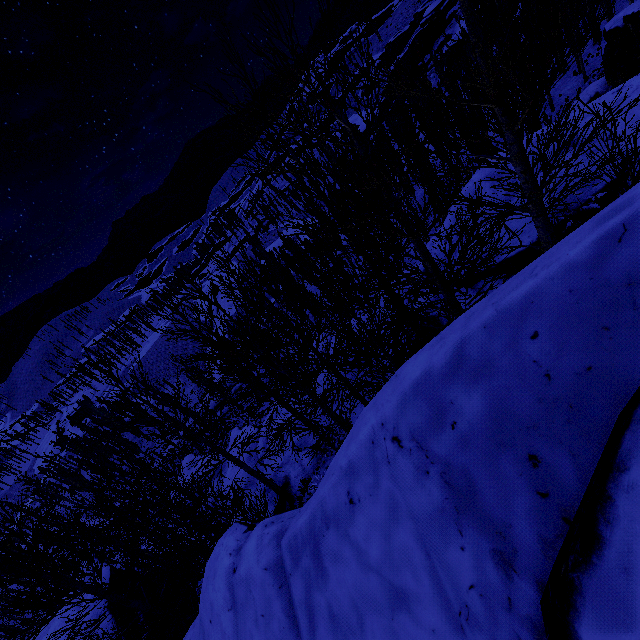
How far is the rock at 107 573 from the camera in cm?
1568

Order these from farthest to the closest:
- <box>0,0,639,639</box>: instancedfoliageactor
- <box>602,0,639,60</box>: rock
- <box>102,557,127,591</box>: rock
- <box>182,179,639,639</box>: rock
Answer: <box>602,0,639,60</box>: rock, <box>102,557,127,591</box>: rock, <box>0,0,639,639</box>: instancedfoliageactor, <box>182,179,639,639</box>: rock

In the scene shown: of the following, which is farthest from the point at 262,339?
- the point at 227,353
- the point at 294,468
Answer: the point at 294,468

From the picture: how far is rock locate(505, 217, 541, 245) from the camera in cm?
905

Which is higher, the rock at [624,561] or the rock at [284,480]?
the rock at [624,561]
